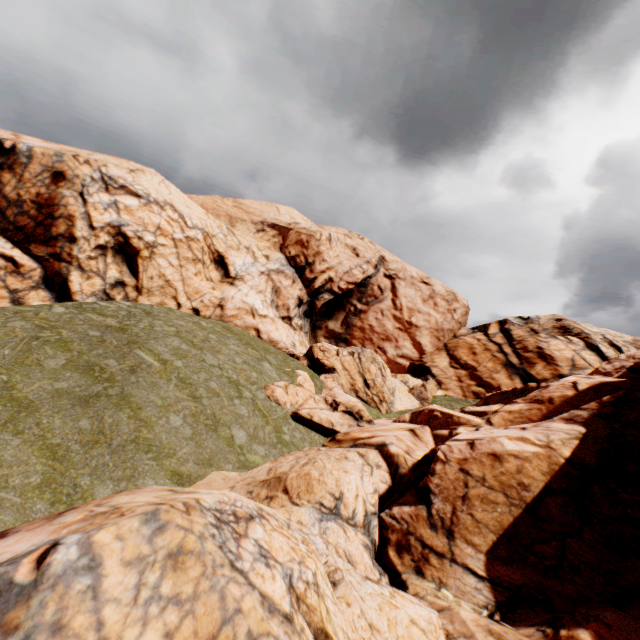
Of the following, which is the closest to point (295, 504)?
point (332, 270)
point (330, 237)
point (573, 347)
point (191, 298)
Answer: point (191, 298)
